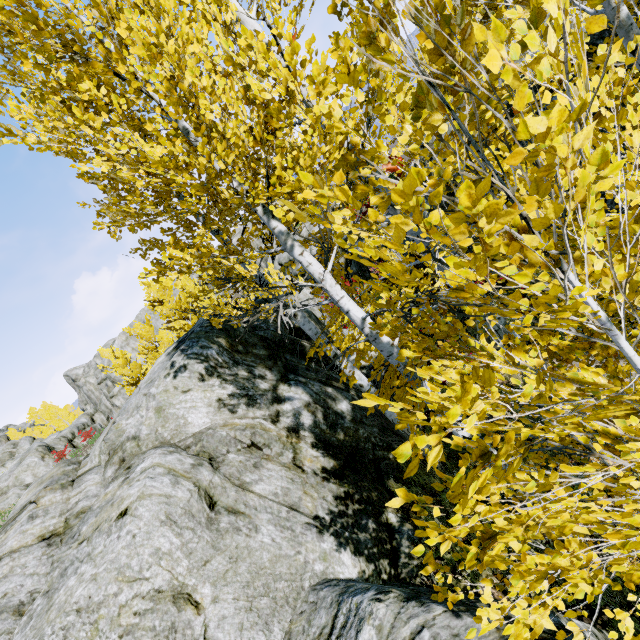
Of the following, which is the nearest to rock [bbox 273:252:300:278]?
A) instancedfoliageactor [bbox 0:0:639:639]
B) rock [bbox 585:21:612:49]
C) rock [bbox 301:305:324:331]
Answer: rock [bbox 585:21:612:49]

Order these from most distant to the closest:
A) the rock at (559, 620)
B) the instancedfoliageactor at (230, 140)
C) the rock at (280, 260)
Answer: the rock at (280, 260)
the rock at (559, 620)
the instancedfoliageactor at (230, 140)

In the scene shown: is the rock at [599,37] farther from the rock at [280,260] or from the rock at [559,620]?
the rock at [559,620]

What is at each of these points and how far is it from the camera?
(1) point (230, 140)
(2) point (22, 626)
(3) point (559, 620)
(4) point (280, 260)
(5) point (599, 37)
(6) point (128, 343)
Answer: (1) instancedfoliageactor, 2.7 meters
(2) rock, 3.2 meters
(3) rock, 2.9 meters
(4) rock, 34.8 meters
(5) rock, 6.4 meters
(6) rock, 47.5 meters

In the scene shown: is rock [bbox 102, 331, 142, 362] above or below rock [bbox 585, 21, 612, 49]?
above

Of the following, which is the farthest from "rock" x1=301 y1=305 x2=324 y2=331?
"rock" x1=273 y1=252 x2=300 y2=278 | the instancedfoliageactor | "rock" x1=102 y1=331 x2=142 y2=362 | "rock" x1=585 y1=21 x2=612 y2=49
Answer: "rock" x1=102 y1=331 x2=142 y2=362

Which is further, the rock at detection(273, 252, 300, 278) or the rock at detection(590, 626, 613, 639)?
the rock at detection(273, 252, 300, 278)

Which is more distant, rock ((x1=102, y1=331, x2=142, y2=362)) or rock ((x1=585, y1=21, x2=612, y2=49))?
rock ((x1=102, y1=331, x2=142, y2=362))
